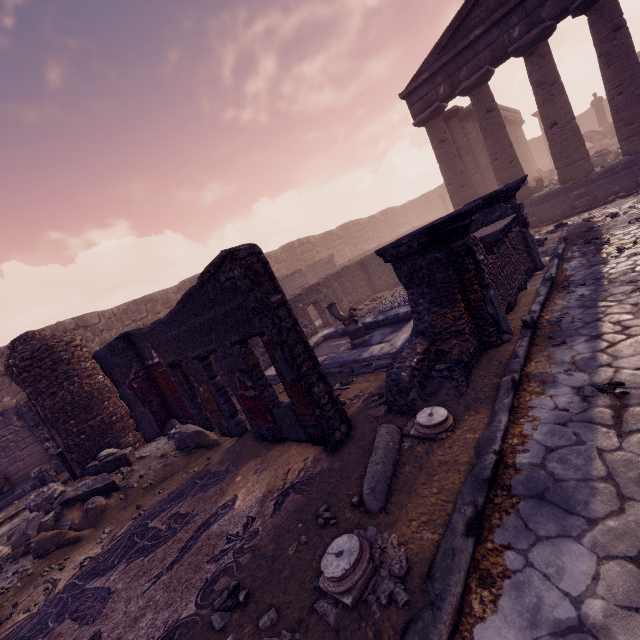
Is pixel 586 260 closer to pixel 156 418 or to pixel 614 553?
pixel 614 553

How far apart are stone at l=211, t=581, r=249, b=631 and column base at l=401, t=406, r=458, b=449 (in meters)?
1.24

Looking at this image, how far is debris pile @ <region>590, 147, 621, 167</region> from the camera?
14.1m

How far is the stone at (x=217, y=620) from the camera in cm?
262

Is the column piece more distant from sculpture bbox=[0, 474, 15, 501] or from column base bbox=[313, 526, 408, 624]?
sculpture bbox=[0, 474, 15, 501]

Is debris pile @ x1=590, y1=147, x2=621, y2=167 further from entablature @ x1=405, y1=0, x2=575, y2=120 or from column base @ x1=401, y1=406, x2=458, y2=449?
column base @ x1=401, y1=406, x2=458, y2=449

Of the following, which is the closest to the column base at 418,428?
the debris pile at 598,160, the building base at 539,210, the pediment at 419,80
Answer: the building base at 539,210

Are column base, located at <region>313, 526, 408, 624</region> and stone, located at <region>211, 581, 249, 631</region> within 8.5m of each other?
yes
